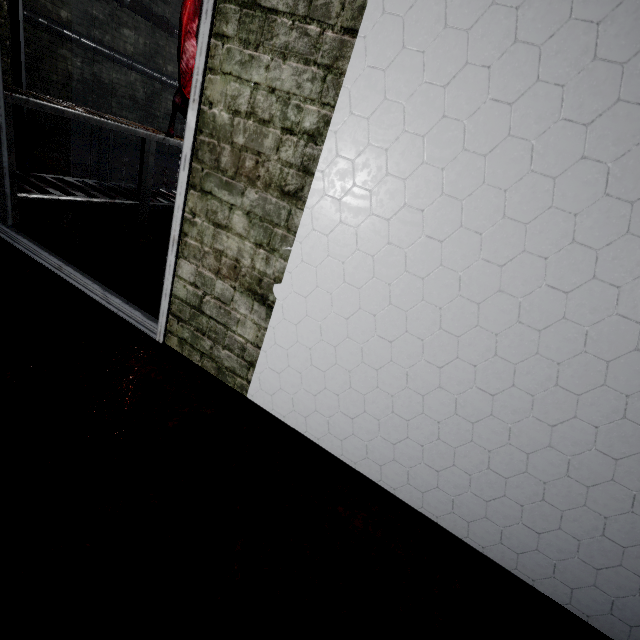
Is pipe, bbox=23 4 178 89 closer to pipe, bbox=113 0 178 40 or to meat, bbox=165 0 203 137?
pipe, bbox=113 0 178 40

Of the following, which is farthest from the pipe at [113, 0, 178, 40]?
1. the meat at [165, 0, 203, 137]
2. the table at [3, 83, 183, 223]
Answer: the table at [3, 83, 183, 223]

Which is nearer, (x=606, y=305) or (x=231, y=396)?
(x=606, y=305)

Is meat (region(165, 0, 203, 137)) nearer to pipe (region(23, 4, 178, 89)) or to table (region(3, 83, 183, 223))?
table (region(3, 83, 183, 223))

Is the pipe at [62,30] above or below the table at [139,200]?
above

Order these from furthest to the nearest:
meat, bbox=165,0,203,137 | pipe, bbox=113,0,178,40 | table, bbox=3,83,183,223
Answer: pipe, bbox=113,0,178,40 → meat, bbox=165,0,203,137 → table, bbox=3,83,183,223

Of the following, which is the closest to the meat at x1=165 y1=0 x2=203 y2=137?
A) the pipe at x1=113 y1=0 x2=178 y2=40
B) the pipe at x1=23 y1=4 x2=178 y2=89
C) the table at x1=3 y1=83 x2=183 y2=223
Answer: the table at x1=3 y1=83 x2=183 y2=223

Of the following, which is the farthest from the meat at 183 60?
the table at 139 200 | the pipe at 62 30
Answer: the pipe at 62 30
